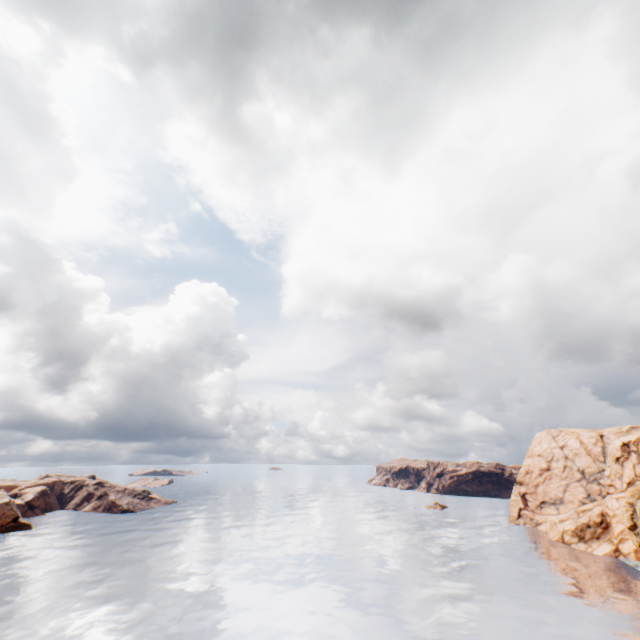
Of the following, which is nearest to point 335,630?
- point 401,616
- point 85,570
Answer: point 401,616
